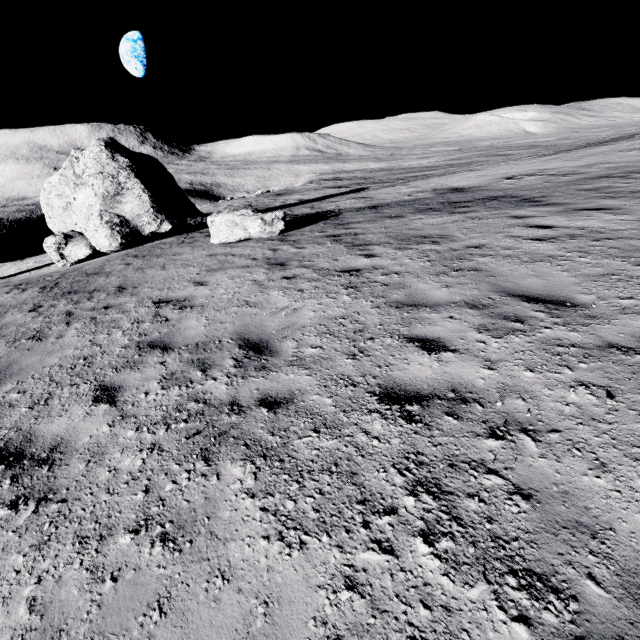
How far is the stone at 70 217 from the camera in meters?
12.4 m

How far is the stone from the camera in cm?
1241

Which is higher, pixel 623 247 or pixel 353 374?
pixel 623 247
